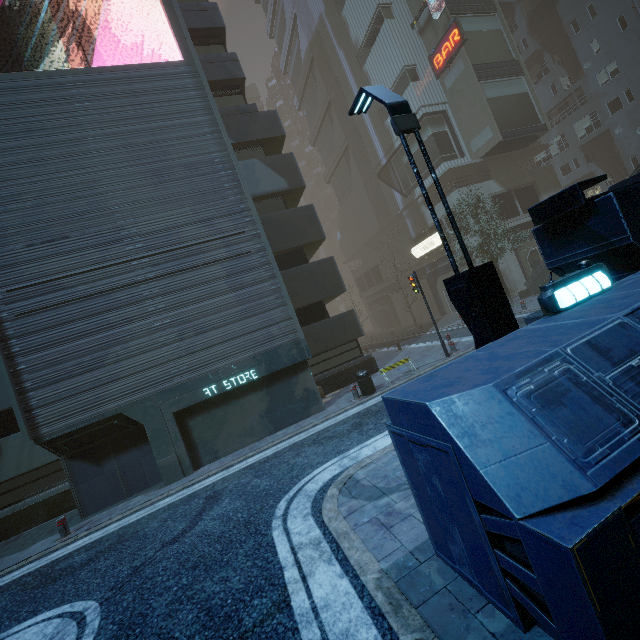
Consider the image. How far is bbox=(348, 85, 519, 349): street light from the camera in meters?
5.0

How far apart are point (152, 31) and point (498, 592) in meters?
43.0 m

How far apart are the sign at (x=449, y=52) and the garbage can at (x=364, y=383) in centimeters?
2818cm

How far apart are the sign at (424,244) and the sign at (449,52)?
Result: 12.78m

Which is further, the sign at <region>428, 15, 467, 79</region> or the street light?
the sign at <region>428, 15, 467, 79</region>

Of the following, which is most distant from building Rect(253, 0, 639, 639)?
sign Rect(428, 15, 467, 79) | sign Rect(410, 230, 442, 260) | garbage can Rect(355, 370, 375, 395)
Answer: garbage can Rect(355, 370, 375, 395)

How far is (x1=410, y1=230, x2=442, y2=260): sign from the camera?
29.72m

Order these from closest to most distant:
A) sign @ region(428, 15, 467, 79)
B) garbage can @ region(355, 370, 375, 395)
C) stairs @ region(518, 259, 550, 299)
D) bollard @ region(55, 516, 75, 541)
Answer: bollard @ region(55, 516, 75, 541) < garbage can @ region(355, 370, 375, 395) < stairs @ region(518, 259, 550, 299) < sign @ region(428, 15, 467, 79)
